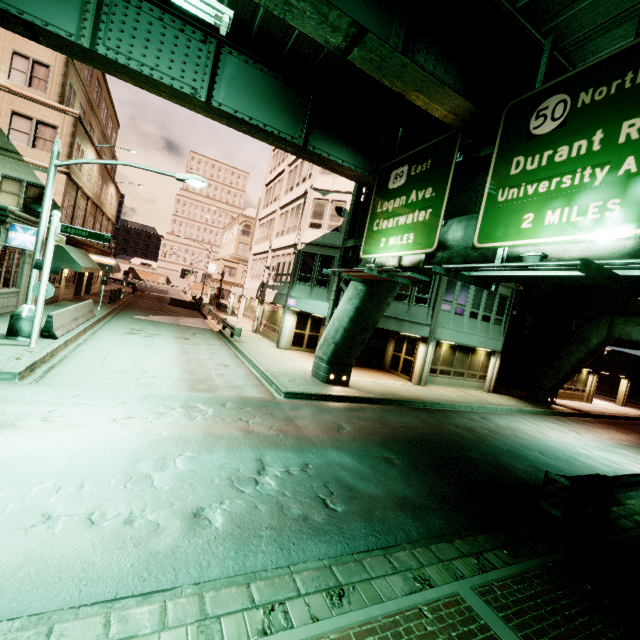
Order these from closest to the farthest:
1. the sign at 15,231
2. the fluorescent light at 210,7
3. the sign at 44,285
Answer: the fluorescent light at 210,7
the sign at 44,285
the sign at 15,231

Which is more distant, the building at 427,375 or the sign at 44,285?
the building at 427,375

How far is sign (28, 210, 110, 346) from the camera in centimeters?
1104cm

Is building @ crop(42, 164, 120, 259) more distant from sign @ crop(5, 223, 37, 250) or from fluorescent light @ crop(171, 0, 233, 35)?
fluorescent light @ crop(171, 0, 233, 35)

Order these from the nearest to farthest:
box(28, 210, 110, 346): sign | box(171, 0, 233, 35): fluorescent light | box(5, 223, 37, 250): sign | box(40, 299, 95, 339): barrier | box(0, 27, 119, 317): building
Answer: box(171, 0, 233, 35): fluorescent light → box(28, 210, 110, 346): sign → box(40, 299, 95, 339): barrier → box(5, 223, 37, 250): sign → box(0, 27, 119, 317): building

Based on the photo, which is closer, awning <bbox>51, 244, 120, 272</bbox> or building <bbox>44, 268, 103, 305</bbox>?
awning <bbox>51, 244, 120, 272</bbox>

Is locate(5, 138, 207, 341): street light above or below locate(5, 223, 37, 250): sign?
below

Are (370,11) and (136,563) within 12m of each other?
yes
